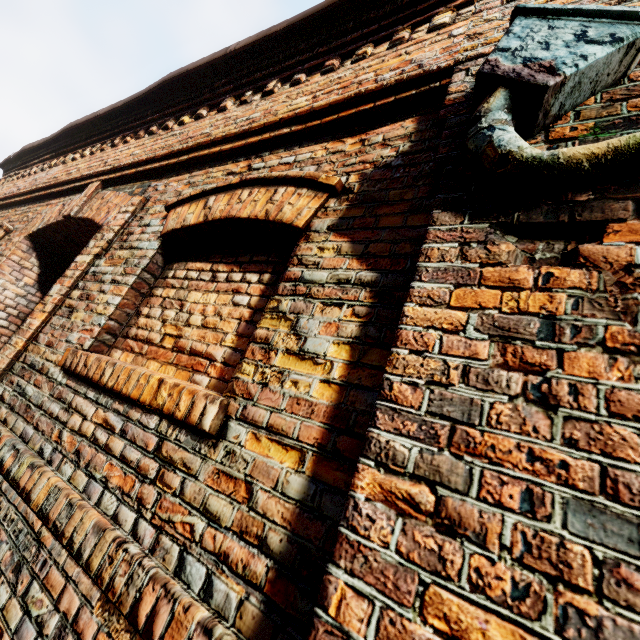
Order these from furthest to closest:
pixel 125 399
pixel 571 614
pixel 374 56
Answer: pixel 374 56 → pixel 125 399 → pixel 571 614
